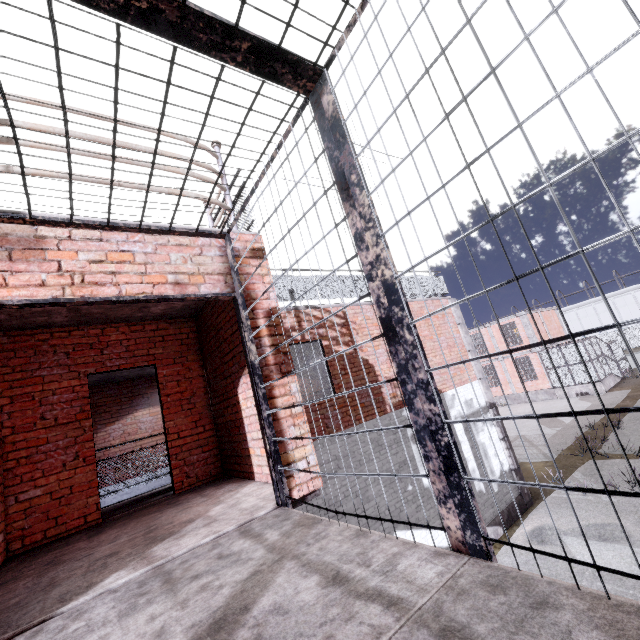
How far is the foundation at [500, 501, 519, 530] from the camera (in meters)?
9.30

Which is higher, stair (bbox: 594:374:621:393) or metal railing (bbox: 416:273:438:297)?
metal railing (bbox: 416:273:438:297)

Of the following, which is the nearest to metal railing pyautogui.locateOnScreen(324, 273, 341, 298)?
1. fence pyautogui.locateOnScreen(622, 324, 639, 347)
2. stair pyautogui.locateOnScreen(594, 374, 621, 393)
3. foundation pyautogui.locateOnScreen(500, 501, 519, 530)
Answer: fence pyautogui.locateOnScreen(622, 324, 639, 347)

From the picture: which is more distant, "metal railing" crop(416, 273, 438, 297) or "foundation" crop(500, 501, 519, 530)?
"metal railing" crop(416, 273, 438, 297)

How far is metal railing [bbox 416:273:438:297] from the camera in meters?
11.1

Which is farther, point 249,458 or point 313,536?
point 249,458

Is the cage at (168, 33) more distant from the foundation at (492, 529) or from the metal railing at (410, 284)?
the foundation at (492, 529)

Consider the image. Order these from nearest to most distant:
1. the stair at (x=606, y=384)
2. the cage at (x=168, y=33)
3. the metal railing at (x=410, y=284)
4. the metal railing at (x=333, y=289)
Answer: the cage at (x=168, y=33)
the metal railing at (x=333, y=289)
the metal railing at (x=410, y=284)
the stair at (x=606, y=384)
